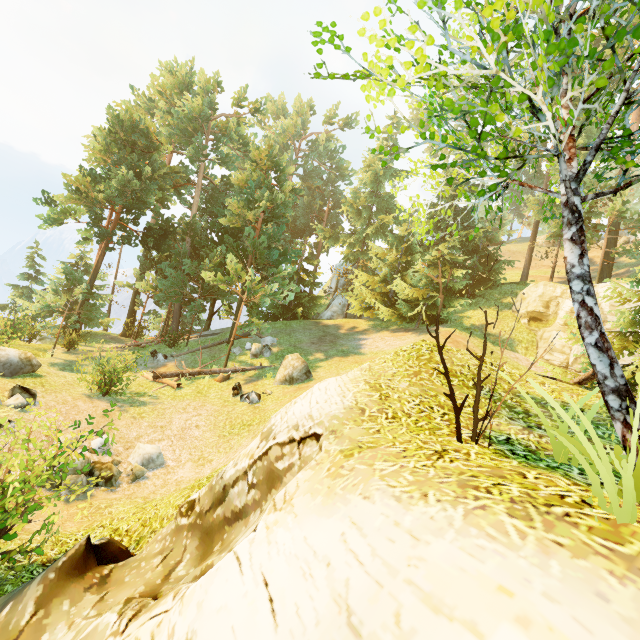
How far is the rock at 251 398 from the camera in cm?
1383

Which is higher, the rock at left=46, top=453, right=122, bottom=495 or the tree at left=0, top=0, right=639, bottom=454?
the tree at left=0, top=0, right=639, bottom=454

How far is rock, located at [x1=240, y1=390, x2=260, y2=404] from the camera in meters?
13.8 m

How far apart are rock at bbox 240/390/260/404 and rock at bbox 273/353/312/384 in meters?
1.0 m

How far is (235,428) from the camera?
12.4m

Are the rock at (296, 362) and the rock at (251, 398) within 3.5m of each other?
yes

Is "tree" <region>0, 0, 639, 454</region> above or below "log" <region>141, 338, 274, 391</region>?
above

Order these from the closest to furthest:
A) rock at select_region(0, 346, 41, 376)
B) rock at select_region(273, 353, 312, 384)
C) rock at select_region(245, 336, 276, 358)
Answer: rock at select_region(0, 346, 41, 376) < rock at select_region(273, 353, 312, 384) < rock at select_region(245, 336, 276, 358)
